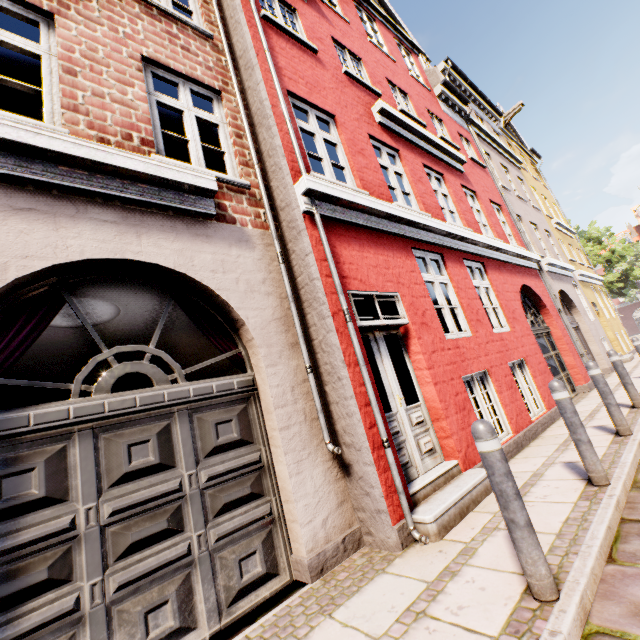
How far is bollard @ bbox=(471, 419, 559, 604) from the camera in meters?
2.0 m

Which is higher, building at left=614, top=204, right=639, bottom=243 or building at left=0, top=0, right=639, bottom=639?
building at left=614, top=204, right=639, bottom=243

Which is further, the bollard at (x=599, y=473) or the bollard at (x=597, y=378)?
the bollard at (x=597, y=378)

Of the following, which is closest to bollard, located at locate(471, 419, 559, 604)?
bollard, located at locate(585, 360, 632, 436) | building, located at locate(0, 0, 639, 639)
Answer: building, located at locate(0, 0, 639, 639)

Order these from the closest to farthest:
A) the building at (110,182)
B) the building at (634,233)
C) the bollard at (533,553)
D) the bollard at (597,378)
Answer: the bollard at (533,553)
the building at (110,182)
the bollard at (597,378)
the building at (634,233)

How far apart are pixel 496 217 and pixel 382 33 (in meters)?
6.78

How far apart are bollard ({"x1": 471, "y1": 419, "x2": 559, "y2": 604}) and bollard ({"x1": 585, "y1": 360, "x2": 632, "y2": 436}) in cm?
386
